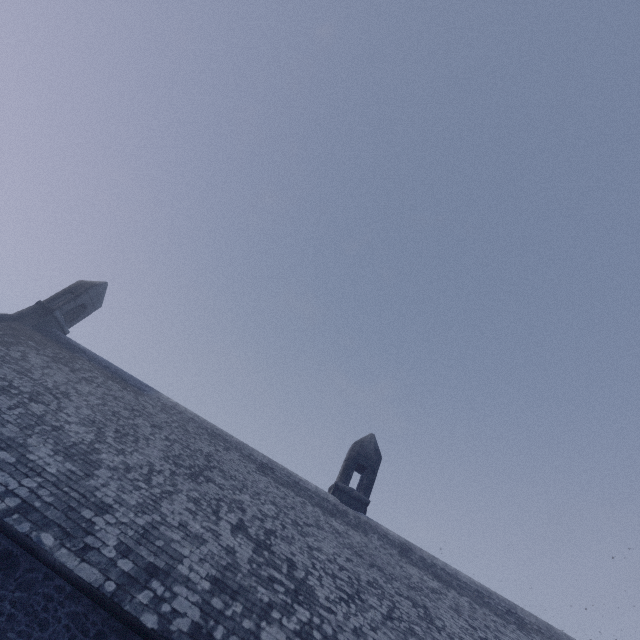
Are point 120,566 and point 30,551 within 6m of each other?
yes
